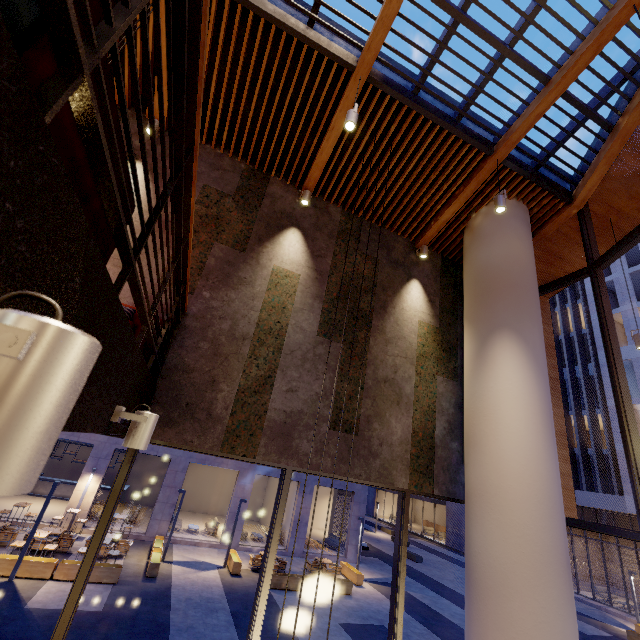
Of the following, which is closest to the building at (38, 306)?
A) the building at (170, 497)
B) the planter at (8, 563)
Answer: the planter at (8, 563)

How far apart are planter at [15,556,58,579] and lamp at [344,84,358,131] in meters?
15.7

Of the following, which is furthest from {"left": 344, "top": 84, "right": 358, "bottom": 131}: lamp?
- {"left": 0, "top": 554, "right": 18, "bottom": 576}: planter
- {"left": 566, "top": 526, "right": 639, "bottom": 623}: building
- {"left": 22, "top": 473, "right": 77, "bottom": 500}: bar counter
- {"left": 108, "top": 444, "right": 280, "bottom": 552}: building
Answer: {"left": 566, "top": 526, "right": 639, "bottom": 623}: building

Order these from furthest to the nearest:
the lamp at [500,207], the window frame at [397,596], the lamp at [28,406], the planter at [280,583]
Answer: the planter at [280,583]
the lamp at [500,207]
the window frame at [397,596]
the lamp at [28,406]

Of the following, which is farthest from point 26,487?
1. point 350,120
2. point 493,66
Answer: point 493,66

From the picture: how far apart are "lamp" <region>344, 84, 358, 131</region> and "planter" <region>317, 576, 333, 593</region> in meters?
16.9 m

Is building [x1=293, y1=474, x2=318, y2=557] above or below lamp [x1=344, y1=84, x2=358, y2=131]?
below

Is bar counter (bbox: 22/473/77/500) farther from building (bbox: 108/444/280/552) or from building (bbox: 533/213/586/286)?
building (bbox: 533/213/586/286)
